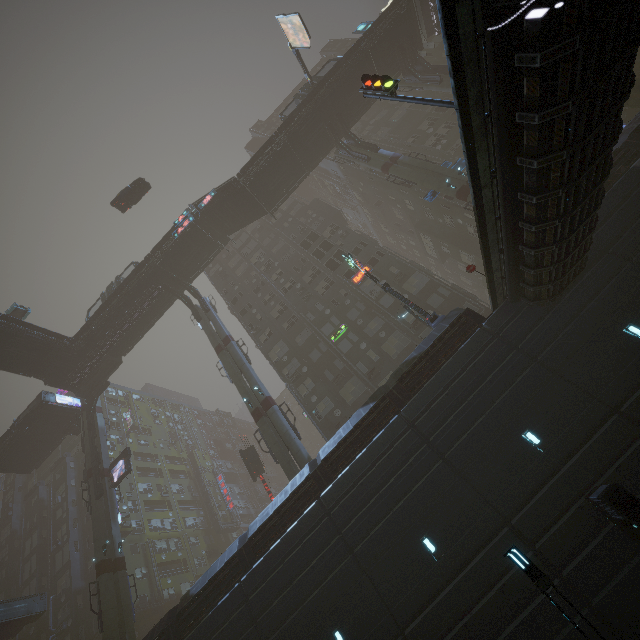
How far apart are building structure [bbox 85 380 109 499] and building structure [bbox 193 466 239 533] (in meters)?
26.75

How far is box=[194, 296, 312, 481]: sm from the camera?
23.1m

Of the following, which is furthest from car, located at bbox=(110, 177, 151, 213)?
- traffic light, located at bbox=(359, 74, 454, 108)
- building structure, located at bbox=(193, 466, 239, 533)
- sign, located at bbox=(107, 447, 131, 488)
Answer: building structure, located at bbox=(193, 466, 239, 533)

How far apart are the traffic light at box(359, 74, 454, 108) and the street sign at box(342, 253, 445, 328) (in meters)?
9.68

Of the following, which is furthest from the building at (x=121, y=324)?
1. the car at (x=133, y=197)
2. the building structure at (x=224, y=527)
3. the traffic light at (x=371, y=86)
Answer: the building structure at (x=224, y=527)

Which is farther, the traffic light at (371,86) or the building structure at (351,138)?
the building structure at (351,138)

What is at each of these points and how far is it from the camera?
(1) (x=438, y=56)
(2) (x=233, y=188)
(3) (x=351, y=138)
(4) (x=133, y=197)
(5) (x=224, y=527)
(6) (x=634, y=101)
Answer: (1) building, 45.3 meters
(2) stairs, 32.4 meters
(3) building structure, 34.3 meters
(4) car, 34.9 meters
(5) building structure, 51.2 meters
(6) sm, 21.8 meters

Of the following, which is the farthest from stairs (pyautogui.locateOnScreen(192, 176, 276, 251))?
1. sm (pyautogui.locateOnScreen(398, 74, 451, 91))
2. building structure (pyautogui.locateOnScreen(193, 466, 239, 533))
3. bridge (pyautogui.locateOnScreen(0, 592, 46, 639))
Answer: building structure (pyautogui.locateOnScreen(193, 466, 239, 533))
